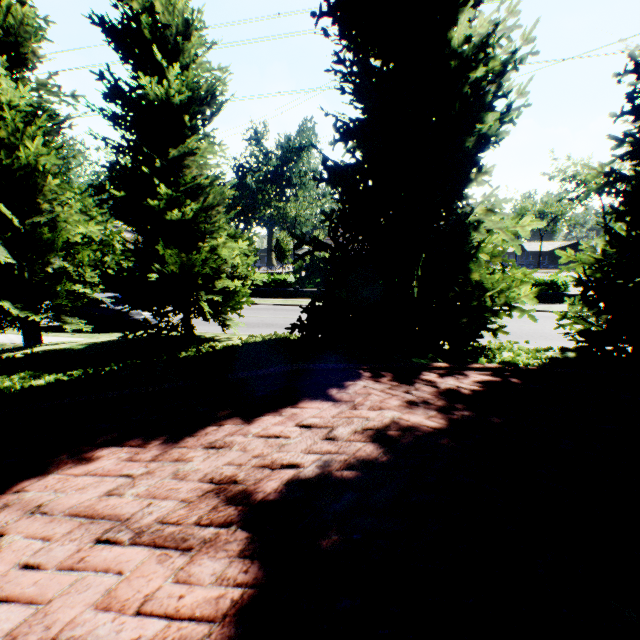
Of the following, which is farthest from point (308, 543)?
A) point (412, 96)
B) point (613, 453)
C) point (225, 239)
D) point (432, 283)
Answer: point (225, 239)

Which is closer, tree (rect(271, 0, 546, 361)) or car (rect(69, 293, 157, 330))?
tree (rect(271, 0, 546, 361))

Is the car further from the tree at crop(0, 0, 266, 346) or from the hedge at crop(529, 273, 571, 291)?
the hedge at crop(529, 273, 571, 291)

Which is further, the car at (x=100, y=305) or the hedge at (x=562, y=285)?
the hedge at (x=562, y=285)

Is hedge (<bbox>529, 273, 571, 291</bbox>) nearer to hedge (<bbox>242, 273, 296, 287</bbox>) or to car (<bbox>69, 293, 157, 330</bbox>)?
hedge (<bbox>242, 273, 296, 287</bbox>)

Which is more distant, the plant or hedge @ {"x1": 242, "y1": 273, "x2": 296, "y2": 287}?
hedge @ {"x1": 242, "y1": 273, "x2": 296, "y2": 287}

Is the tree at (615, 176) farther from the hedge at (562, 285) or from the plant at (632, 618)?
the hedge at (562, 285)

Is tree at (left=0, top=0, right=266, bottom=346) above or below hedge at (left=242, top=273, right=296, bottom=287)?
above
